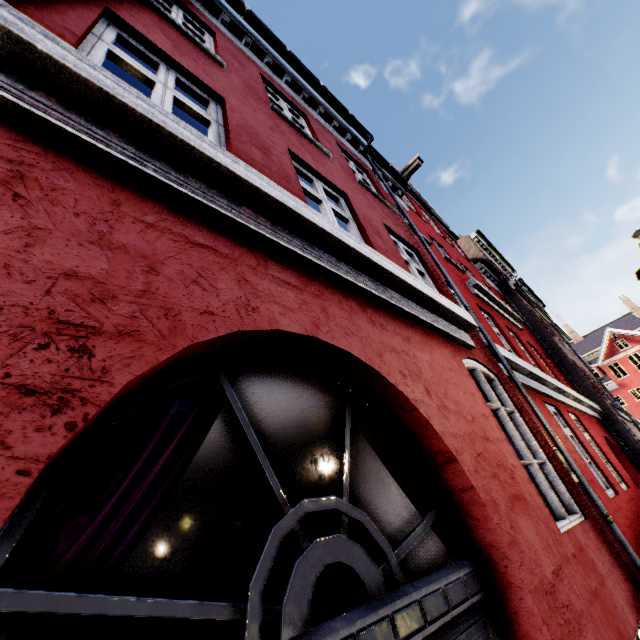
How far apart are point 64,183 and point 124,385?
1.0m
